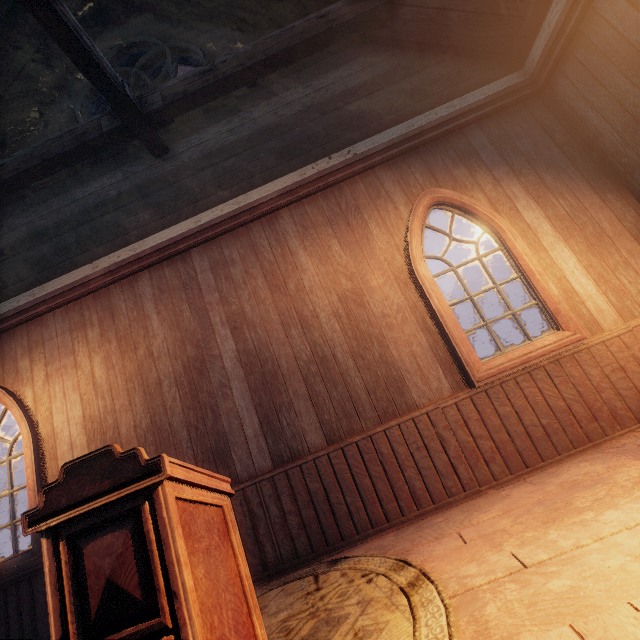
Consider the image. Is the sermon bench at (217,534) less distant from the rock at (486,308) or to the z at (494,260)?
the z at (494,260)

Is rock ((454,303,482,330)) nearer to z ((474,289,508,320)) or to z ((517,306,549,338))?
z ((474,289,508,320))

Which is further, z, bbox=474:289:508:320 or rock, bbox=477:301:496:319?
rock, bbox=477:301:496:319

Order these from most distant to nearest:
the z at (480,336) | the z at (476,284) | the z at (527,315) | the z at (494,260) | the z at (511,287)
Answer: the z at (476,284)
the z at (494,260)
the z at (511,287)
the z at (480,336)
the z at (527,315)

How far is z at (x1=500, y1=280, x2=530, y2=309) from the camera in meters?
38.3

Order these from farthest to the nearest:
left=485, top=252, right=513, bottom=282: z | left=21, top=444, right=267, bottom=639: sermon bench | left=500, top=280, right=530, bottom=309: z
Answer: left=485, top=252, right=513, bottom=282: z → left=500, top=280, right=530, bottom=309: z → left=21, top=444, right=267, bottom=639: sermon bench

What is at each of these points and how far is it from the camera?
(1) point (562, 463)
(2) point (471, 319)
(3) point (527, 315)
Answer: (1) building, 2.8m
(2) rock, 44.1m
(3) z, 33.0m

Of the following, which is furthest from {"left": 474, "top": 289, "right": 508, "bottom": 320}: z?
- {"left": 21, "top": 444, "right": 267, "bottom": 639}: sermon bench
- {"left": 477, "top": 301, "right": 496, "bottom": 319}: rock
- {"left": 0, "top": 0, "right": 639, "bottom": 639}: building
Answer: {"left": 21, "top": 444, "right": 267, "bottom": 639}: sermon bench
